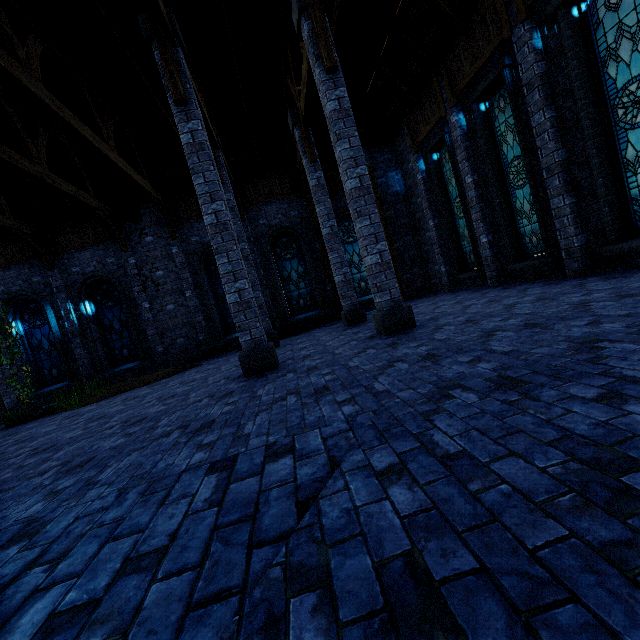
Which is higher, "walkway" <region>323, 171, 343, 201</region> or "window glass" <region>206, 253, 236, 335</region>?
"walkway" <region>323, 171, 343, 201</region>

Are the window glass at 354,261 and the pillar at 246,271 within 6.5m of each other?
no

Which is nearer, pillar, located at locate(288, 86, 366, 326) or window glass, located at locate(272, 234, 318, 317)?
pillar, located at locate(288, 86, 366, 326)

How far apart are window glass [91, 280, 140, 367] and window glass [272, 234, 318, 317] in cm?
652

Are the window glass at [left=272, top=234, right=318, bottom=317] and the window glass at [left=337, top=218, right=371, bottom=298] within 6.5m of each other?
yes

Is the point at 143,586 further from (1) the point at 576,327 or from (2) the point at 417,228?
Result: (2) the point at 417,228

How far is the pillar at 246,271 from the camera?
6.1 meters

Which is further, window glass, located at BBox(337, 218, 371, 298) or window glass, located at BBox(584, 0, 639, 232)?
window glass, located at BBox(337, 218, 371, 298)
